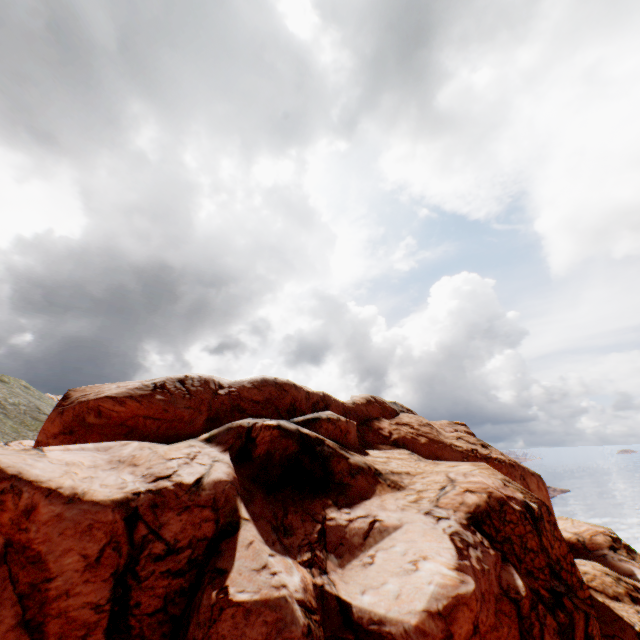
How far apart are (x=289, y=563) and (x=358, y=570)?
3.0 meters
